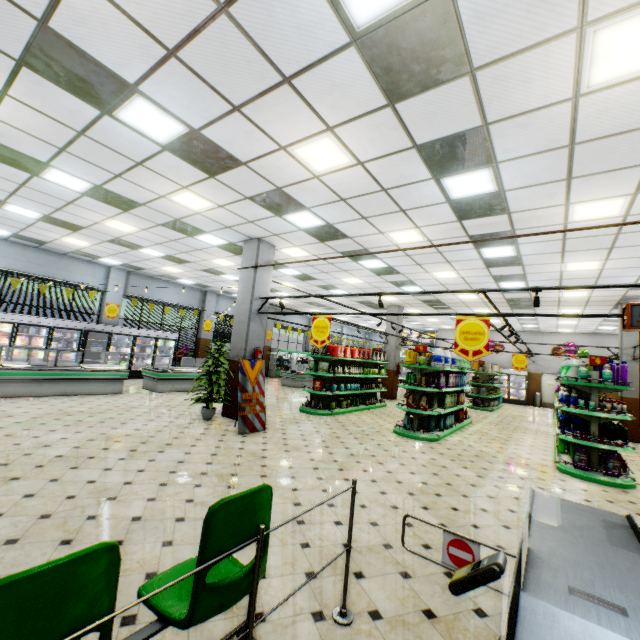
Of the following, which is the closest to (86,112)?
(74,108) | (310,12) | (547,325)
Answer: (74,108)

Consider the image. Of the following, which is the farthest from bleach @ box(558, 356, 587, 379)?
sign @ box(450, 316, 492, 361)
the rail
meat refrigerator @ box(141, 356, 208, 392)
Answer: meat refrigerator @ box(141, 356, 208, 392)

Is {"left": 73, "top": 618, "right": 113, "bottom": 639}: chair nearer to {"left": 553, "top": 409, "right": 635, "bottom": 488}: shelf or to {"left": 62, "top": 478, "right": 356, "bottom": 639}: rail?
{"left": 62, "top": 478, "right": 356, "bottom": 639}: rail

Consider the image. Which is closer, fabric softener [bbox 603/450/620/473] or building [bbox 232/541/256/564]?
building [bbox 232/541/256/564]

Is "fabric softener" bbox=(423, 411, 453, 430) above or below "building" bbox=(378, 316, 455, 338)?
below

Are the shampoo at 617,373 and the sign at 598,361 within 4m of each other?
yes

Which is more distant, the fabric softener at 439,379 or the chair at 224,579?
the fabric softener at 439,379

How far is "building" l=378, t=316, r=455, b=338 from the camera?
17.5 meters
